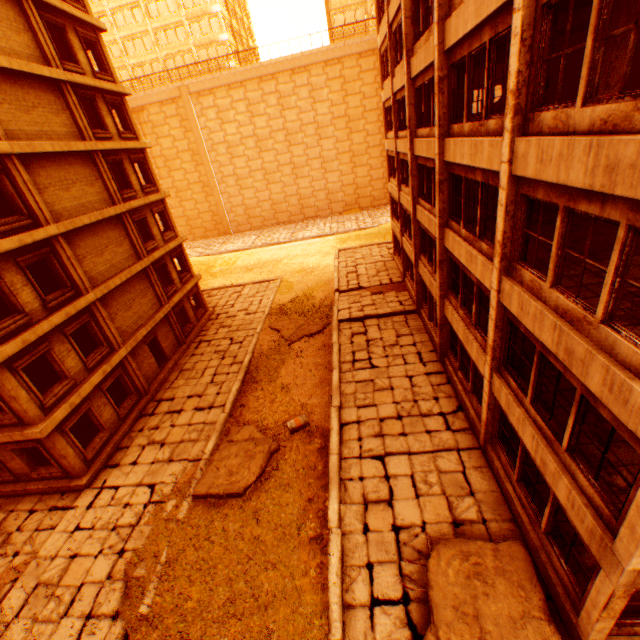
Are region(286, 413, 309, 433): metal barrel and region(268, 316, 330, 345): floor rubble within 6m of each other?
no

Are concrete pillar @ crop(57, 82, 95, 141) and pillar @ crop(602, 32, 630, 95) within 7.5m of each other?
no

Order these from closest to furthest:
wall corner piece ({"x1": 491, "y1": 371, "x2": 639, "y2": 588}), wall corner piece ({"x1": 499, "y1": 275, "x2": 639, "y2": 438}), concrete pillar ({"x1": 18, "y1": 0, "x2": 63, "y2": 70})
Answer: wall corner piece ({"x1": 499, "y1": 275, "x2": 639, "y2": 438}) → wall corner piece ({"x1": 491, "y1": 371, "x2": 639, "y2": 588}) → concrete pillar ({"x1": 18, "y1": 0, "x2": 63, "y2": 70})

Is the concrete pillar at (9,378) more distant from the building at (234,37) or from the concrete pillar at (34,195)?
the building at (234,37)

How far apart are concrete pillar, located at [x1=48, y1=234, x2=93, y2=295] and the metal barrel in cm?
1083

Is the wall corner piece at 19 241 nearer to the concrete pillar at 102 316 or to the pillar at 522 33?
the pillar at 522 33

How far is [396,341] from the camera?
17.39m

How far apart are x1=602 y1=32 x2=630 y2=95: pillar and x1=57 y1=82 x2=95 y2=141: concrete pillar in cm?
2113
